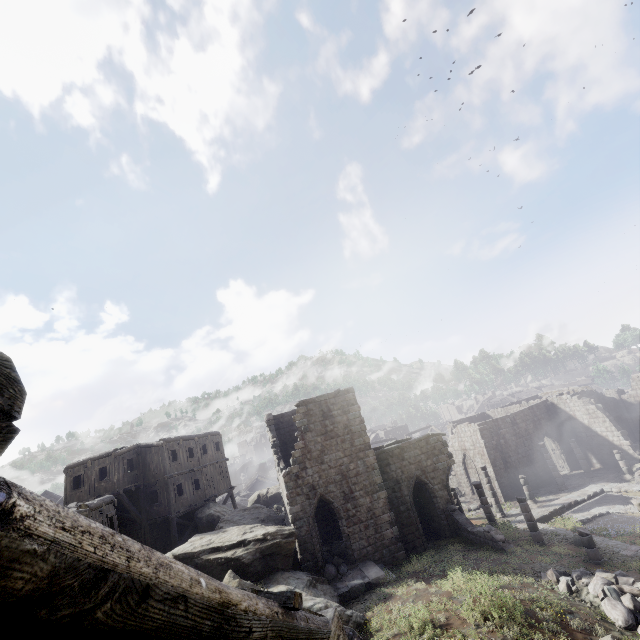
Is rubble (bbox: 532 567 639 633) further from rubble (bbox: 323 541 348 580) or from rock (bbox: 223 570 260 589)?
rubble (bbox: 323 541 348 580)

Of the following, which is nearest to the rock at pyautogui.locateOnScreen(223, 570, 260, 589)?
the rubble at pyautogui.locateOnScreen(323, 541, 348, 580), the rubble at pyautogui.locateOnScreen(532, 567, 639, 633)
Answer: the rubble at pyautogui.locateOnScreen(323, 541, 348, 580)

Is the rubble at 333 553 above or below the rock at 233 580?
below

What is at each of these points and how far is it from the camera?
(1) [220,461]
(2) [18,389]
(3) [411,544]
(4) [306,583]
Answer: (1) building, 32.3 meters
(2) building, 1.1 meters
(3) building, 20.3 meters
(4) rock, 15.2 meters

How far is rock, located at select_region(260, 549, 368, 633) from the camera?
12.7 meters

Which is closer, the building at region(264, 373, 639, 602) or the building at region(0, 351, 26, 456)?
the building at region(0, 351, 26, 456)

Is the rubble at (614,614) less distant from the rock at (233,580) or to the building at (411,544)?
the building at (411,544)
